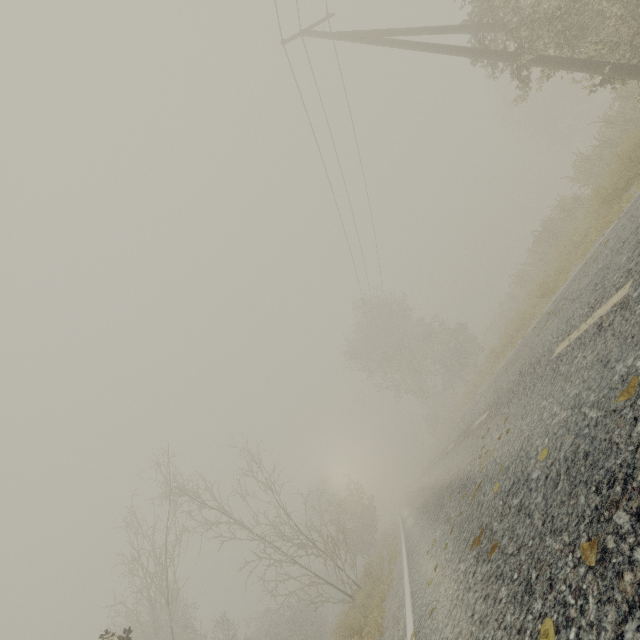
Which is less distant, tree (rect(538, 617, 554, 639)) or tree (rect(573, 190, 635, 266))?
tree (rect(538, 617, 554, 639))

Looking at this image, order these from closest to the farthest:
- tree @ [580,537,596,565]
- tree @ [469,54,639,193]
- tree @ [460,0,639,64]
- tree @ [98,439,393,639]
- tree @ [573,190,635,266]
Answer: tree @ [580,537,596,565], tree @ [573,190,635,266], tree @ [460,0,639,64], tree @ [469,54,639,193], tree @ [98,439,393,639]

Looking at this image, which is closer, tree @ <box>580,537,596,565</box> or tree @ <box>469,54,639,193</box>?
tree @ <box>580,537,596,565</box>

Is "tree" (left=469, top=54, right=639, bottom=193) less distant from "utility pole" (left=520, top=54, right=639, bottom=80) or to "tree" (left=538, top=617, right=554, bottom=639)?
"utility pole" (left=520, top=54, right=639, bottom=80)

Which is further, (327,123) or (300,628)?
(300,628)

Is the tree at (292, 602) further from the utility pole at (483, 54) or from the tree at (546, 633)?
the tree at (546, 633)

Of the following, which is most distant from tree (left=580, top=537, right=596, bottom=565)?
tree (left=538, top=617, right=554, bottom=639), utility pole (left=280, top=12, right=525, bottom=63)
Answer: tree (left=538, top=617, right=554, bottom=639)
